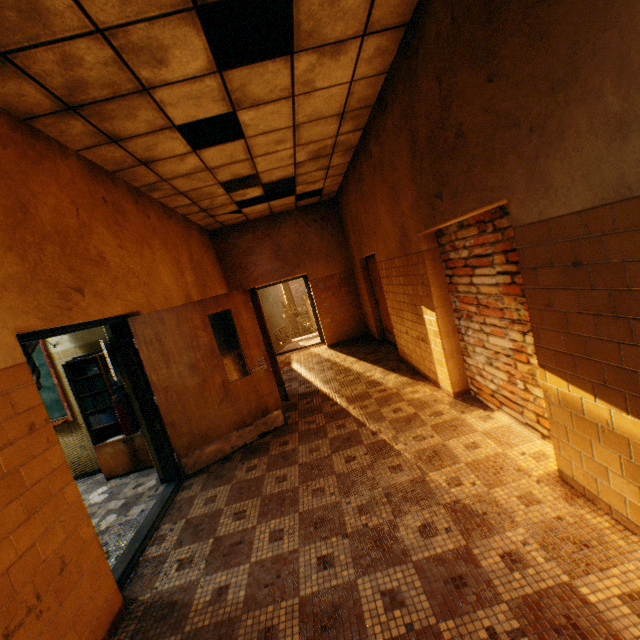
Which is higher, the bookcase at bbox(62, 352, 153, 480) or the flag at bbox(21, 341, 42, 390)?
the flag at bbox(21, 341, 42, 390)

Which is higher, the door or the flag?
the flag

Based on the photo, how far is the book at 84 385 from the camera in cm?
453

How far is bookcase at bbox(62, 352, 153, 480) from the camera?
4.5 meters

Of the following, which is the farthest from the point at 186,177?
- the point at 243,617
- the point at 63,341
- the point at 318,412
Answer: the point at 243,617

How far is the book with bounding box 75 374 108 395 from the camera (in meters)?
4.53

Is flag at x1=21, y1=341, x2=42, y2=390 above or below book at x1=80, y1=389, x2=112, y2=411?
above

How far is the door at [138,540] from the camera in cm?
375
